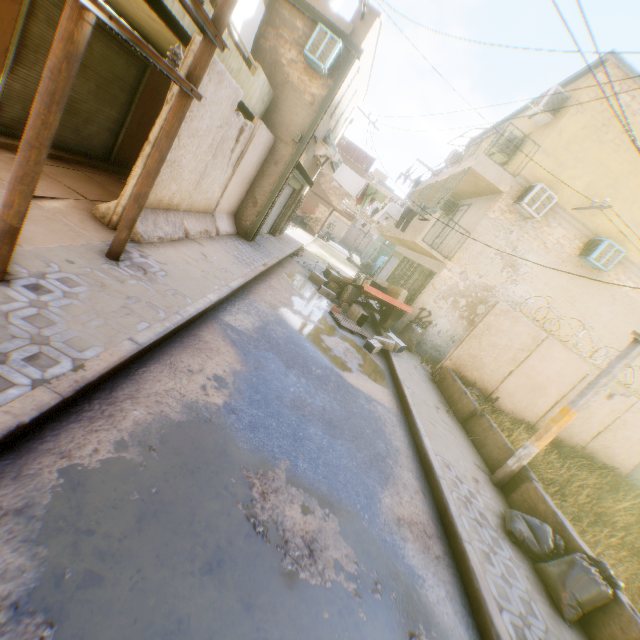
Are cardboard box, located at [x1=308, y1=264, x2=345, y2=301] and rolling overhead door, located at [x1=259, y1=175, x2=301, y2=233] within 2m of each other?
yes

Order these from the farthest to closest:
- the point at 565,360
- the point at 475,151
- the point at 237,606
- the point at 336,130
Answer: the point at 475,151 → the point at 336,130 → the point at 565,360 → the point at 237,606

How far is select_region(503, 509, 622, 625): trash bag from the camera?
4.1 meters

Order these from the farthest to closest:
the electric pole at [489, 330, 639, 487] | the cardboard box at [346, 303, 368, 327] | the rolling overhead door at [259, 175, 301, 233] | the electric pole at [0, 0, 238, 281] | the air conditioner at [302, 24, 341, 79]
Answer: the rolling overhead door at [259, 175, 301, 233] < the cardboard box at [346, 303, 368, 327] < the air conditioner at [302, 24, 341, 79] < the electric pole at [489, 330, 639, 487] < the electric pole at [0, 0, 238, 281]

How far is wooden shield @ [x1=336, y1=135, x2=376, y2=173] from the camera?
27.9m

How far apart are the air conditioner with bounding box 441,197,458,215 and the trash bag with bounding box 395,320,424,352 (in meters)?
5.92

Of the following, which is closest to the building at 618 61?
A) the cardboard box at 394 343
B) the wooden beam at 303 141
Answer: the wooden beam at 303 141

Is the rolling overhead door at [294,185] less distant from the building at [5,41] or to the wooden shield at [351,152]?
the building at [5,41]
